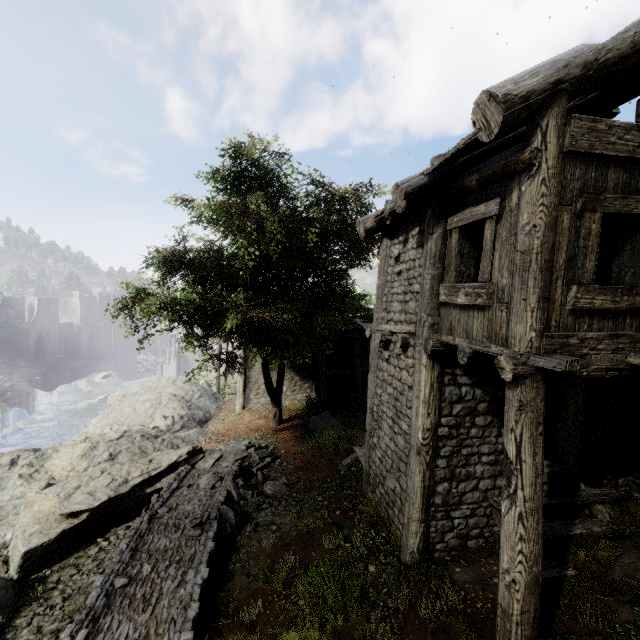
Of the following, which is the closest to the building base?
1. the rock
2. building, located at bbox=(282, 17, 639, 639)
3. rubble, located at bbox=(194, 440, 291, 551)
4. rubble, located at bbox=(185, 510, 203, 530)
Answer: building, located at bbox=(282, 17, 639, 639)

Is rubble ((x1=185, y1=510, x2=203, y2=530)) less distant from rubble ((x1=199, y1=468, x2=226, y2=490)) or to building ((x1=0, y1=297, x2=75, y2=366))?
rubble ((x1=199, y1=468, x2=226, y2=490))

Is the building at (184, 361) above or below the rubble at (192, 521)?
below

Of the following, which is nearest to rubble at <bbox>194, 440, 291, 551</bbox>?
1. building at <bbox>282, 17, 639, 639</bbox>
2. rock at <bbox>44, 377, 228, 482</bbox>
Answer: rock at <bbox>44, 377, 228, 482</bbox>

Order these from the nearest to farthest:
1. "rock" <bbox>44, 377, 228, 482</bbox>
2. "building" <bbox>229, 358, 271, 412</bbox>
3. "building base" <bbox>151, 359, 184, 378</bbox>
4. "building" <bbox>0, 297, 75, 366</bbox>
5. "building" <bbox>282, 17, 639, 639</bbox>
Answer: "building" <bbox>282, 17, 639, 639</bbox>
"rock" <bbox>44, 377, 228, 482</bbox>
"building" <bbox>229, 358, 271, 412</bbox>
"building base" <bbox>151, 359, 184, 378</bbox>
"building" <bbox>0, 297, 75, 366</bbox>

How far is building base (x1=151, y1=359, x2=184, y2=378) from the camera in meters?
46.8 m

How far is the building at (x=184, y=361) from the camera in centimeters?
4959cm

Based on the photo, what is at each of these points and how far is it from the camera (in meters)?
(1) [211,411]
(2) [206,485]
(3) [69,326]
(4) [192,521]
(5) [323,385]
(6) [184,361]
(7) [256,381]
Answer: (1) rock, 21.00
(2) rubble, 9.69
(3) building, 59.94
(4) rubble, 7.94
(5) building, 19.95
(6) building, 50.00
(7) building, 21.52
